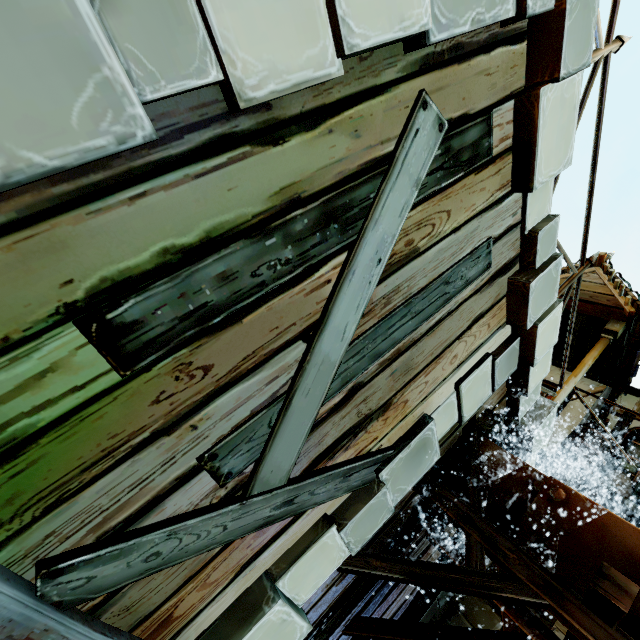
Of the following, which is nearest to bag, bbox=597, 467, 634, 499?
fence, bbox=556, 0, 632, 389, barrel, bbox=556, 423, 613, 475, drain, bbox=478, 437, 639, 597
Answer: barrel, bbox=556, 423, 613, 475

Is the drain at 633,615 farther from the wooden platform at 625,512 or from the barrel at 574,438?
the barrel at 574,438

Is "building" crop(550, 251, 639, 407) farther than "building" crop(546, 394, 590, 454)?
No

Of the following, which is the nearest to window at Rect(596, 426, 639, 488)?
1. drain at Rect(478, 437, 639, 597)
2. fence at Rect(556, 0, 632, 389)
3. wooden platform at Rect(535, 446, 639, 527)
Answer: wooden platform at Rect(535, 446, 639, 527)

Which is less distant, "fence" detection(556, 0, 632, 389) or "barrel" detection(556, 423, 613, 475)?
"fence" detection(556, 0, 632, 389)

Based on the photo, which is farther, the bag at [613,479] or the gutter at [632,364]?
the gutter at [632,364]

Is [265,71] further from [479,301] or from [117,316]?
[479,301]

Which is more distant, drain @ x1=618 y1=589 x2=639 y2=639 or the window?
the window
